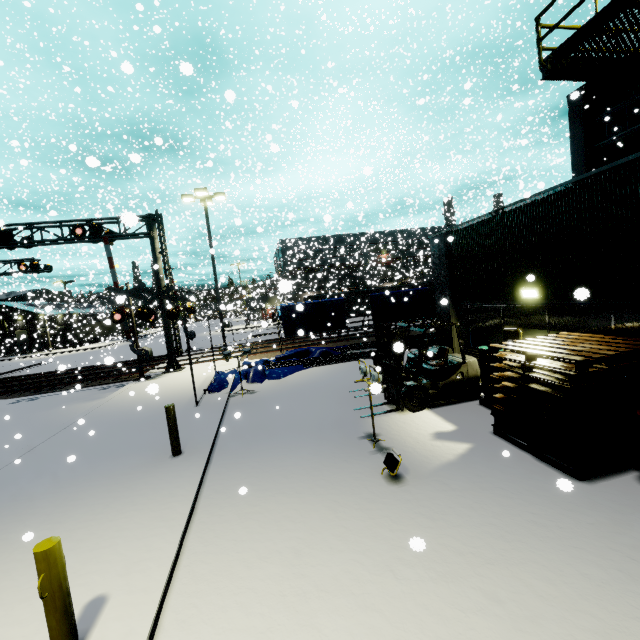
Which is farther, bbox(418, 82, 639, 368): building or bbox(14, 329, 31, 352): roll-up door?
bbox(14, 329, 31, 352): roll-up door

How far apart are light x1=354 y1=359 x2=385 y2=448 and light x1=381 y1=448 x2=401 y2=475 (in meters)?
0.99

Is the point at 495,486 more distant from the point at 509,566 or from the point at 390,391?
the point at 390,391

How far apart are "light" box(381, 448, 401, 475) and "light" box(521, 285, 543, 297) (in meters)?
5.26

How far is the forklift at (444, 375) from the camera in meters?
8.5

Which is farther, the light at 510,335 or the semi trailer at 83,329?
the semi trailer at 83,329

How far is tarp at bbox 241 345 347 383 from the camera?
13.97m
